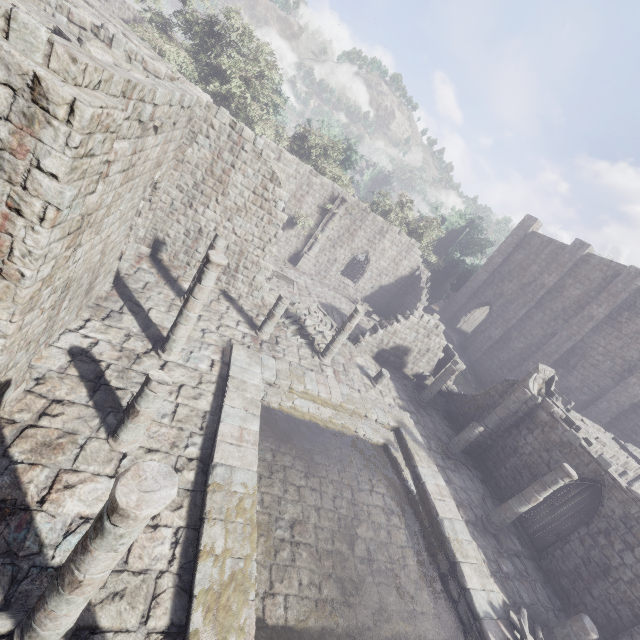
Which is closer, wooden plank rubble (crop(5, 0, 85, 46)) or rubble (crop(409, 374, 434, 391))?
wooden plank rubble (crop(5, 0, 85, 46))

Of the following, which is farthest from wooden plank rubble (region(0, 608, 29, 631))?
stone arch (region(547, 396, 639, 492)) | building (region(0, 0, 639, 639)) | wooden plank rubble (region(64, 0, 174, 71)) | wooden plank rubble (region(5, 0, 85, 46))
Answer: stone arch (region(547, 396, 639, 492))

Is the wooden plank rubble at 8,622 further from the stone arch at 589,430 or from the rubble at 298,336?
the stone arch at 589,430

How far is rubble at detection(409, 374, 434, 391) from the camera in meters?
20.4 m

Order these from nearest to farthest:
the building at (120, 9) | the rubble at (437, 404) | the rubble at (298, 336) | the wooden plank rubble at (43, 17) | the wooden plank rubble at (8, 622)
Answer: the wooden plank rubble at (8, 622) → the wooden plank rubble at (43, 17) → the rubble at (298, 336) → the rubble at (437, 404) → the building at (120, 9)

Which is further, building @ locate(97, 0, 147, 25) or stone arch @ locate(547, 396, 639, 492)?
building @ locate(97, 0, 147, 25)

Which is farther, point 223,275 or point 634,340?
point 634,340

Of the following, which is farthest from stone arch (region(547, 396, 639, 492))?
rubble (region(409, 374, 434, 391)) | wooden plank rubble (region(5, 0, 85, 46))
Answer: wooden plank rubble (region(5, 0, 85, 46))
